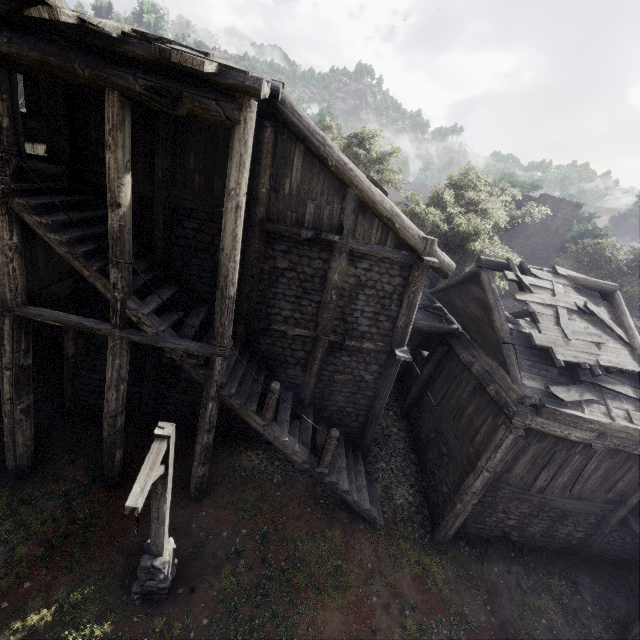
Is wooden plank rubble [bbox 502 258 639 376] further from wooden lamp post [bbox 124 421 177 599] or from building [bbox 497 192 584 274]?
wooden lamp post [bbox 124 421 177 599]

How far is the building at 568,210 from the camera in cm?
2838

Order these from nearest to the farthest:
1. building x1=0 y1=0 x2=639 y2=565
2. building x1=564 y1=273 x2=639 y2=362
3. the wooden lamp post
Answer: the wooden lamp post → building x1=0 y1=0 x2=639 y2=565 → building x1=564 y1=273 x2=639 y2=362

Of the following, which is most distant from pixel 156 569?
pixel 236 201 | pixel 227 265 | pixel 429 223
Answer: pixel 429 223

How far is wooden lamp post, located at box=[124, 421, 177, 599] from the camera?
4.8 meters

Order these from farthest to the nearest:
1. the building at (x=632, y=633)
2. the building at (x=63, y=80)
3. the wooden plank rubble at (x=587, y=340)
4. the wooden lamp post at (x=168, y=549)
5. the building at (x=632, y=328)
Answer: the building at (x=632, y=328) → the wooden plank rubble at (x=587, y=340) → the building at (x=632, y=633) → the building at (x=63, y=80) → the wooden lamp post at (x=168, y=549)
